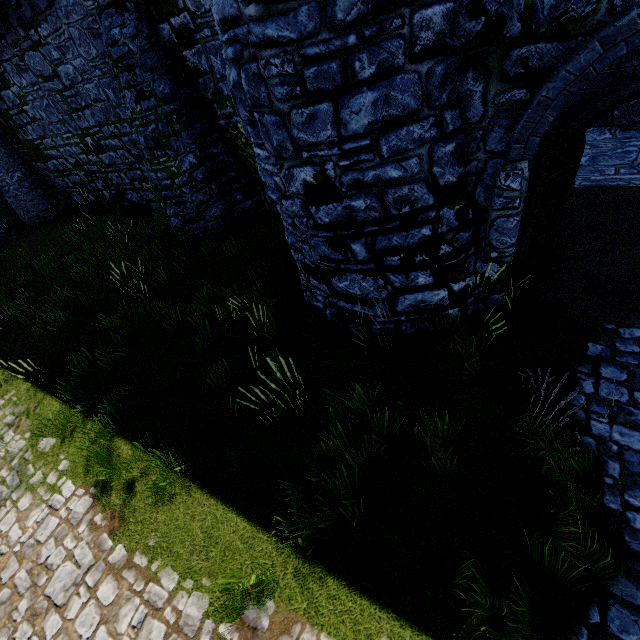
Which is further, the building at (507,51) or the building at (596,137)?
the building at (596,137)

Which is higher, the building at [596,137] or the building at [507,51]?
the building at [507,51]

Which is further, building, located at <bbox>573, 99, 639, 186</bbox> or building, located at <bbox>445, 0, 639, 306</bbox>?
building, located at <bbox>573, 99, 639, 186</bbox>

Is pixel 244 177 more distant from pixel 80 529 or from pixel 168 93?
pixel 80 529

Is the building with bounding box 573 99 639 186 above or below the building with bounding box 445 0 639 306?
below
